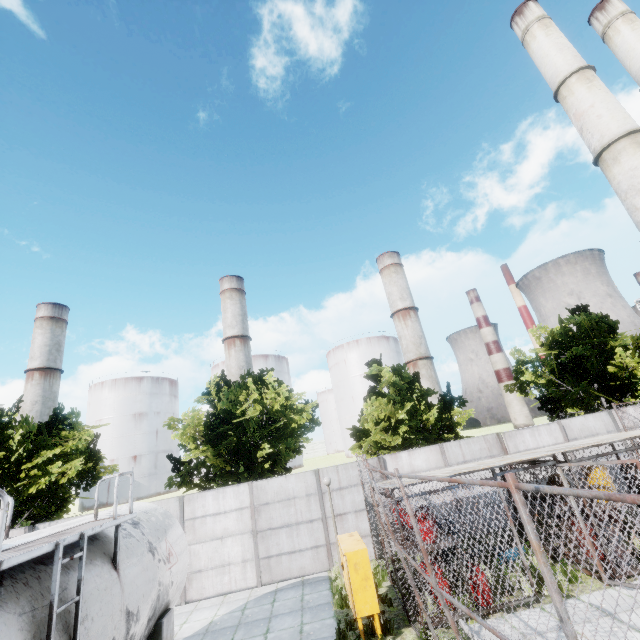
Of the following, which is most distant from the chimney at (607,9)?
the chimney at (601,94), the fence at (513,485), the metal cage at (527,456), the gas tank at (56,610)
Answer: the gas tank at (56,610)

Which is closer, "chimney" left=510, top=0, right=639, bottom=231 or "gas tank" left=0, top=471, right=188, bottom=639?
"gas tank" left=0, top=471, right=188, bottom=639

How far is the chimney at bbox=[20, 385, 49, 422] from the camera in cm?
5828

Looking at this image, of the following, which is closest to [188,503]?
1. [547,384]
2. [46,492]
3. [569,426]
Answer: [46,492]

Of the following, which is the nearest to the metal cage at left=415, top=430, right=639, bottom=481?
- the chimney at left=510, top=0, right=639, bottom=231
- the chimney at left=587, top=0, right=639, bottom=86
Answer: the chimney at left=510, top=0, right=639, bottom=231

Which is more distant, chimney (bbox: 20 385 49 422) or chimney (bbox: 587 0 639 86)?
chimney (bbox: 20 385 49 422)

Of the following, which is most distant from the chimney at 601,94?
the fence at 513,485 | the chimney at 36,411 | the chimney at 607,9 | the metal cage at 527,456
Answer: the chimney at 36,411

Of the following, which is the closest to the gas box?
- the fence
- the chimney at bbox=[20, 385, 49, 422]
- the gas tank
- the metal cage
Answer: the fence
